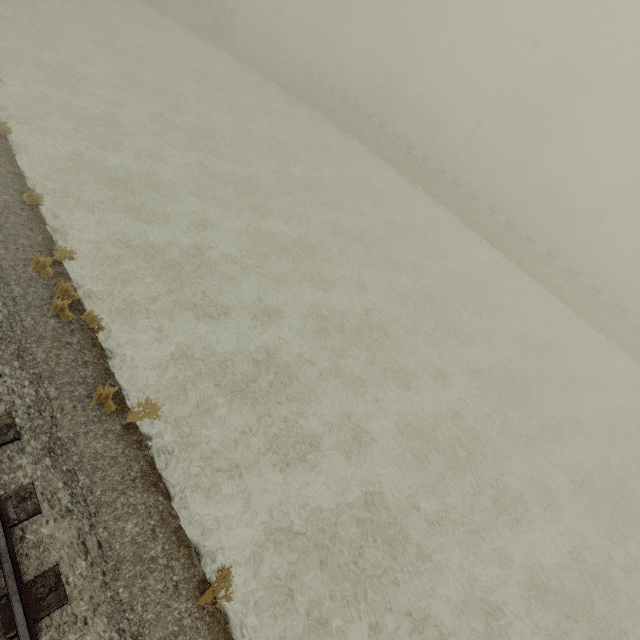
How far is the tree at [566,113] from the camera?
42.62m

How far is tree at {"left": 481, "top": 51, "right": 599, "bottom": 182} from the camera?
42.6m

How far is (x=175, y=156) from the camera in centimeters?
1655cm
